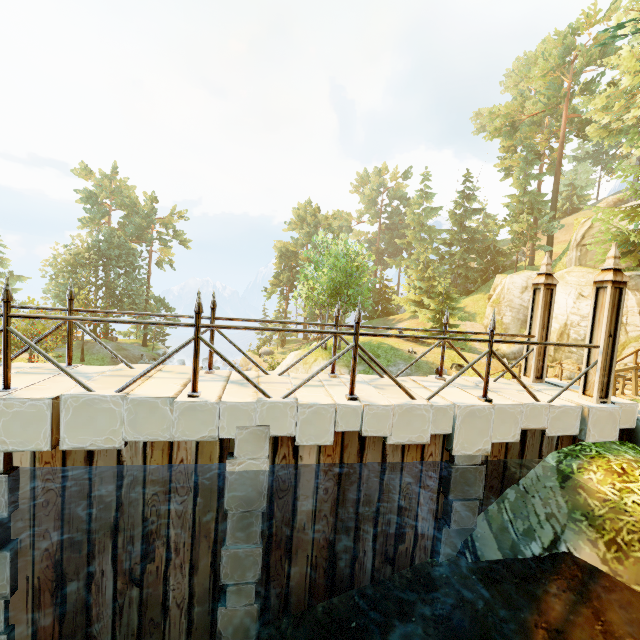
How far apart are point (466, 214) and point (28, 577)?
49.70m

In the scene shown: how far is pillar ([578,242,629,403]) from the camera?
5.4m

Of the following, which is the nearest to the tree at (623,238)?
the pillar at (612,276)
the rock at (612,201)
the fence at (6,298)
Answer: the fence at (6,298)

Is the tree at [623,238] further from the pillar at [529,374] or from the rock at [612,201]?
the rock at [612,201]

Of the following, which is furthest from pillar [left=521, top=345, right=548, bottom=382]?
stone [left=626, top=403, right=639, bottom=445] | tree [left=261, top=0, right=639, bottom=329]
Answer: tree [left=261, top=0, right=639, bottom=329]

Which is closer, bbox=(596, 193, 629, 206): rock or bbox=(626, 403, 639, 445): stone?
bbox=(626, 403, 639, 445): stone

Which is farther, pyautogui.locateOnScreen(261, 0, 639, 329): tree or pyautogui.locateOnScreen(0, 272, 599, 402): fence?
pyautogui.locateOnScreen(261, 0, 639, 329): tree

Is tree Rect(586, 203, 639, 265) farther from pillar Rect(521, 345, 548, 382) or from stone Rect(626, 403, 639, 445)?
stone Rect(626, 403, 639, 445)
